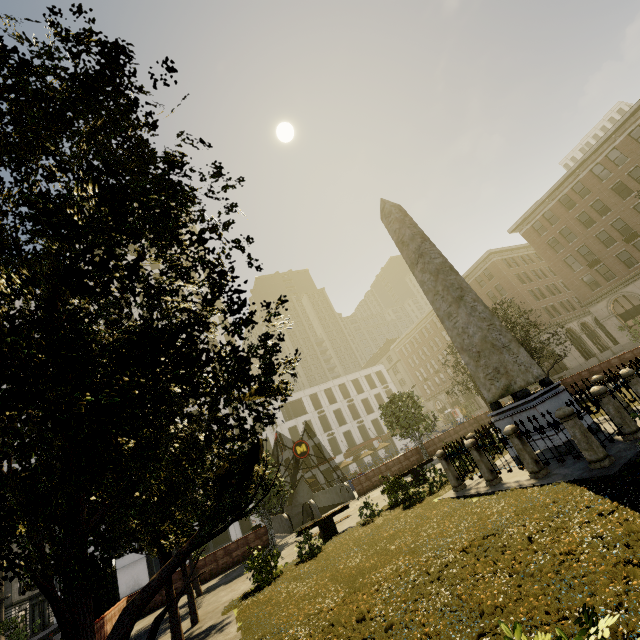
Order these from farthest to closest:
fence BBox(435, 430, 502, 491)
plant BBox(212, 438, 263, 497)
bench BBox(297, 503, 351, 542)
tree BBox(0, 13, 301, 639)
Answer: bench BBox(297, 503, 351, 542)
fence BBox(435, 430, 502, 491)
plant BBox(212, 438, 263, 497)
tree BBox(0, 13, 301, 639)

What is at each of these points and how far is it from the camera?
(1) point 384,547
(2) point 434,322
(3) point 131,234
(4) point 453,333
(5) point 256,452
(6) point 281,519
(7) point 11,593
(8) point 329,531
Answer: (1) plant, 9.0m
(2) building, 60.0m
(3) tree, 1.5m
(4) obelisk, 12.5m
(5) plant, 3.9m
(6) underground building, 23.5m
(7) building, 42.5m
(8) bench, 13.9m

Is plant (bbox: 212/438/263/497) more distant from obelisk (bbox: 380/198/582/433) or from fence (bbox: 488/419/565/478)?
obelisk (bbox: 380/198/582/433)

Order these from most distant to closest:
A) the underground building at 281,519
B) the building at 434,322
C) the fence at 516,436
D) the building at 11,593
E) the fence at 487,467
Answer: the building at 434,322 → the building at 11,593 → the underground building at 281,519 → the fence at 487,467 → the fence at 516,436

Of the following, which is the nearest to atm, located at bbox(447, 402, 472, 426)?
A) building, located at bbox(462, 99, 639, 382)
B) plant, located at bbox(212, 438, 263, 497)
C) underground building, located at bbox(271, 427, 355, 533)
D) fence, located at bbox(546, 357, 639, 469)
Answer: building, located at bbox(462, 99, 639, 382)

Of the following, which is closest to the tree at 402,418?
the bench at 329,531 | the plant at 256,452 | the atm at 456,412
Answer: the plant at 256,452

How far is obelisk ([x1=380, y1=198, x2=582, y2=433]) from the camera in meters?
10.5 m

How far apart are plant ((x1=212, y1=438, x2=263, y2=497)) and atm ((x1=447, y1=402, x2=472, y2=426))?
60.88m
